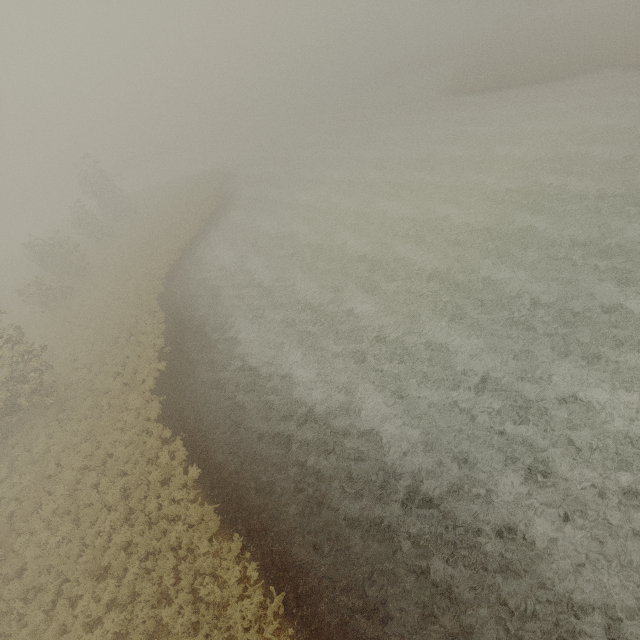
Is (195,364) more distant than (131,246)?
No
